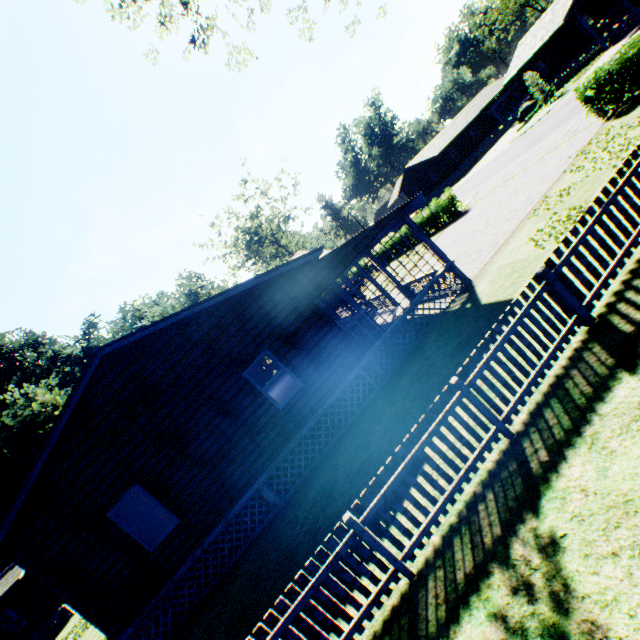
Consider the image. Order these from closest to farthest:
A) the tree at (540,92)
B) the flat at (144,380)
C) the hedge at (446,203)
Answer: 1. the flat at (144,380)
2. the hedge at (446,203)
3. the tree at (540,92)

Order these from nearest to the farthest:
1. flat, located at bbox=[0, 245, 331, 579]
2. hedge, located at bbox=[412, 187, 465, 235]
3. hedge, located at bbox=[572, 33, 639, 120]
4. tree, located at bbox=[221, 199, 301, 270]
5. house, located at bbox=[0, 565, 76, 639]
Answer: flat, located at bbox=[0, 245, 331, 579]
hedge, located at bbox=[572, 33, 639, 120]
house, located at bbox=[0, 565, 76, 639]
hedge, located at bbox=[412, 187, 465, 235]
tree, located at bbox=[221, 199, 301, 270]

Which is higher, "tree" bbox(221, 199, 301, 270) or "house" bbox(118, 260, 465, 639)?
"tree" bbox(221, 199, 301, 270)

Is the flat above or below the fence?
above

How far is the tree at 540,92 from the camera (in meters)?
29.12

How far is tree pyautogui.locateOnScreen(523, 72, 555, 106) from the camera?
29.12m

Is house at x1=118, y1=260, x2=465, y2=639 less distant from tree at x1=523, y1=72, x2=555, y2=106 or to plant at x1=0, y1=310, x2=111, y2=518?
plant at x1=0, y1=310, x2=111, y2=518

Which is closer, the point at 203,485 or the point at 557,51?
the point at 203,485
